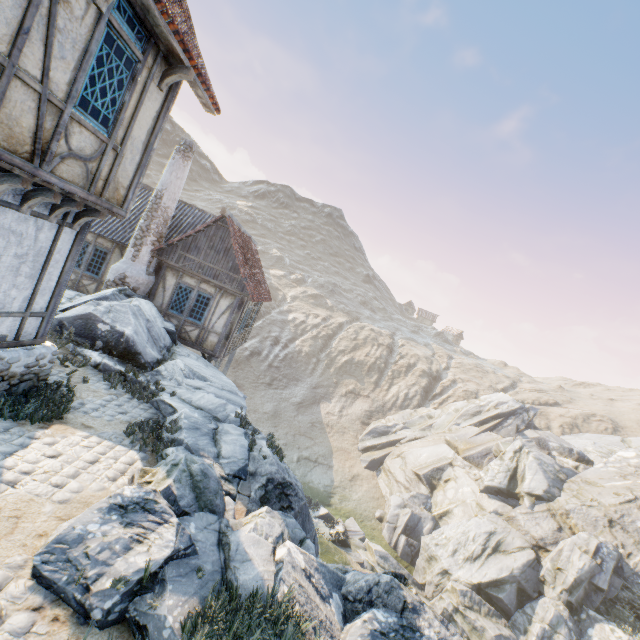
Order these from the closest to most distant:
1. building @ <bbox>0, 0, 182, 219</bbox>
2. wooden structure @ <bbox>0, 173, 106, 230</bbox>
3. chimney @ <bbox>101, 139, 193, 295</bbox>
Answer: building @ <bbox>0, 0, 182, 219</bbox>, wooden structure @ <bbox>0, 173, 106, 230</bbox>, chimney @ <bbox>101, 139, 193, 295</bbox>

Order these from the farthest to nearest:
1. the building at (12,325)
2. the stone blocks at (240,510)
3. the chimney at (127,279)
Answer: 1. the chimney at (127,279)
2. the stone blocks at (240,510)
3. the building at (12,325)

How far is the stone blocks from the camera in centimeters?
567cm

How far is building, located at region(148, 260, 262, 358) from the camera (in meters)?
13.98

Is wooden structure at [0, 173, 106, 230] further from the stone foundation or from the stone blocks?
the stone blocks

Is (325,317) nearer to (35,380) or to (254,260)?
(254,260)

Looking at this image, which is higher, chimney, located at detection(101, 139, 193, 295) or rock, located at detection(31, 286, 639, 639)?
chimney, located at detection(101, 139, 193, 295)

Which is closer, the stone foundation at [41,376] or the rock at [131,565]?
the rock at [131,565]
